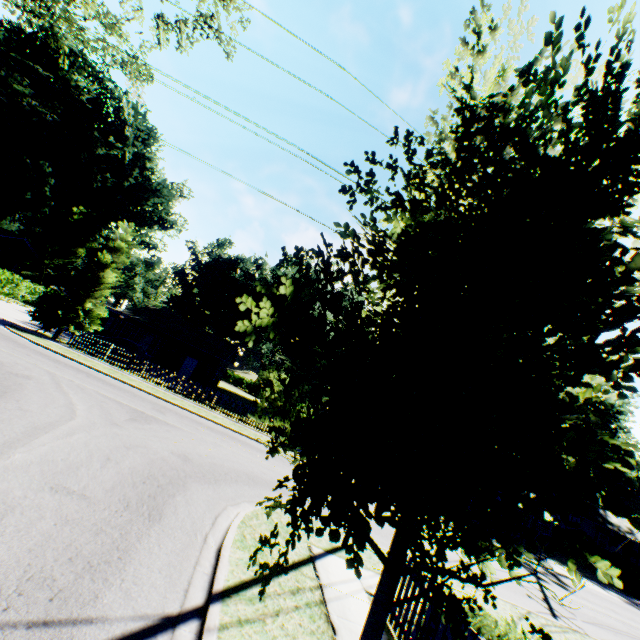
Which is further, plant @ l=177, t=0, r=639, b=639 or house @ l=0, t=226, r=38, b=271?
house @ l=0, t=226, r=38, b=271

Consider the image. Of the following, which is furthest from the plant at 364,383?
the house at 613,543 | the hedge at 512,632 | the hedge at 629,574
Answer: the house at 613,543

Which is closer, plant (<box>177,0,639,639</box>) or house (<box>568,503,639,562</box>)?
plant (<box>177,0,639,639</box>)

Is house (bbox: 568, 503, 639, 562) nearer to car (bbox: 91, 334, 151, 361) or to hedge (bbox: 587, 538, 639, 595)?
hedge (bbox: 587, 538, 639, 595)

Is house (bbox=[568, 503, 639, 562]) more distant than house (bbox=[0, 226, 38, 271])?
Yes

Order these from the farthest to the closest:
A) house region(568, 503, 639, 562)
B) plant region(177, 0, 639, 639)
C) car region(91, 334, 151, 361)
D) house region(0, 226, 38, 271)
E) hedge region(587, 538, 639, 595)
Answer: house region(568, 503, 639, 562) → house region(0, 226, 38, 271) → hedge region(587, 538, 639, 595) → car region(91, 334, 151, 361) → plant region(177, 0, 639, 639)

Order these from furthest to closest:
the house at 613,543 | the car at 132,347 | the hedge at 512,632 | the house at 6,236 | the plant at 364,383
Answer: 1. the house at 613,543
2. the house at 6,236
3. the car at 132,347
4. the hedge at 512,632
5. the plant at 364,383

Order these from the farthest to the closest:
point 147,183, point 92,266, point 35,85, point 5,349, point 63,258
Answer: point 147,183 → point 63,258 → point 35,85 → point 92,266 → point 5,349
